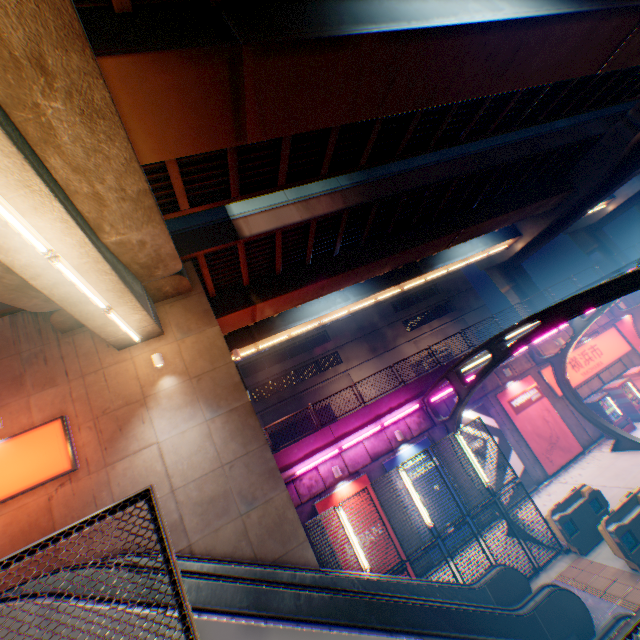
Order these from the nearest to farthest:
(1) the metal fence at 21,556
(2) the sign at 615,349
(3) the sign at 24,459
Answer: (1) the metal fence at 21,556
(3) the sign at 24,459
(2) the sign at 615,349

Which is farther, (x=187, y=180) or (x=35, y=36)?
(x=187, y=180)

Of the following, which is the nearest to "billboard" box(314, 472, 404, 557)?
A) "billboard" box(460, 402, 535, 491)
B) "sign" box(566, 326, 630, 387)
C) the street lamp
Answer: "billboard" box(460, 402, 535, 491)

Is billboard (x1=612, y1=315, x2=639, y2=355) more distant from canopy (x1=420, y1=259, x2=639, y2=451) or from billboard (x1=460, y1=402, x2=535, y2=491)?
billboard (x1=460, y1=402, x2=535, y2=491)

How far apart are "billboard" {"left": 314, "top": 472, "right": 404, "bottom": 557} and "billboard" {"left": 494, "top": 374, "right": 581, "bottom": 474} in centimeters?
807cm

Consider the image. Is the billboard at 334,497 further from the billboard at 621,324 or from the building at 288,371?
the building at 288,371

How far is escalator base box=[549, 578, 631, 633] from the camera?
7.9m

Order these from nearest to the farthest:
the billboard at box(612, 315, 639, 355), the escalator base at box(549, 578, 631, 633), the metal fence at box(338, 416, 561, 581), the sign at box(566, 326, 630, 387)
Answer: the escalator base at box(549, 578, 631, 633), the metal fence at box(338, 416, 561, 581), the sign at box(566, 326, 630, 387), the billboard at box(612, 315, 639, 355)
